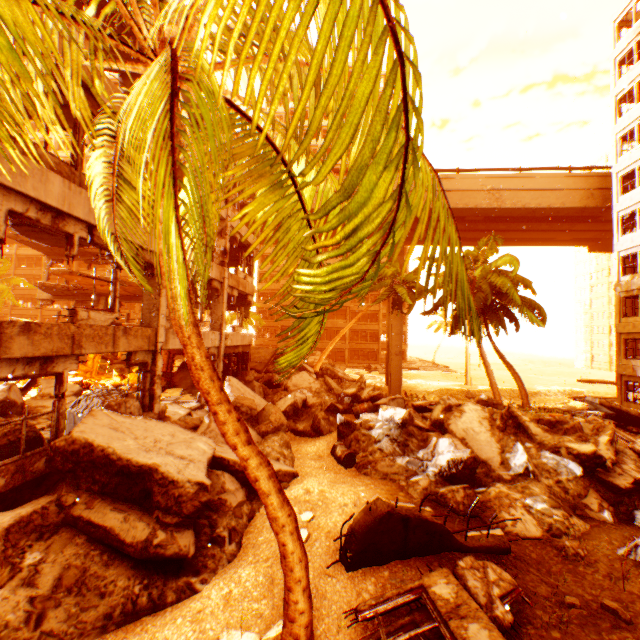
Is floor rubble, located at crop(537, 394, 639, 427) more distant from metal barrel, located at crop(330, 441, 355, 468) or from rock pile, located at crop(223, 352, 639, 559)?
metal barrel, located at crop(330, 441, 355, 468)

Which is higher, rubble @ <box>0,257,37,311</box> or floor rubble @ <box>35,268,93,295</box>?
rubble @ <box>0,257,37,311</box>

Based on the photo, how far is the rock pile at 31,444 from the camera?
6.7 meters

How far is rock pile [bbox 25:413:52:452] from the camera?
6.71m

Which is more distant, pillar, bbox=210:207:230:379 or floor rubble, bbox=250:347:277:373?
floor rubble, bbox=250:347:277:373

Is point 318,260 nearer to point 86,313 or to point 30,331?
point 30,331

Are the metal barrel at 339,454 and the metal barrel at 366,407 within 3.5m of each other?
yes

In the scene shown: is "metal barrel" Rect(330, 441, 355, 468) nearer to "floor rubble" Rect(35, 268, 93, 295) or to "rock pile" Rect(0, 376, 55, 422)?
"rock pile" Rect(0, 376, 55, 422)
